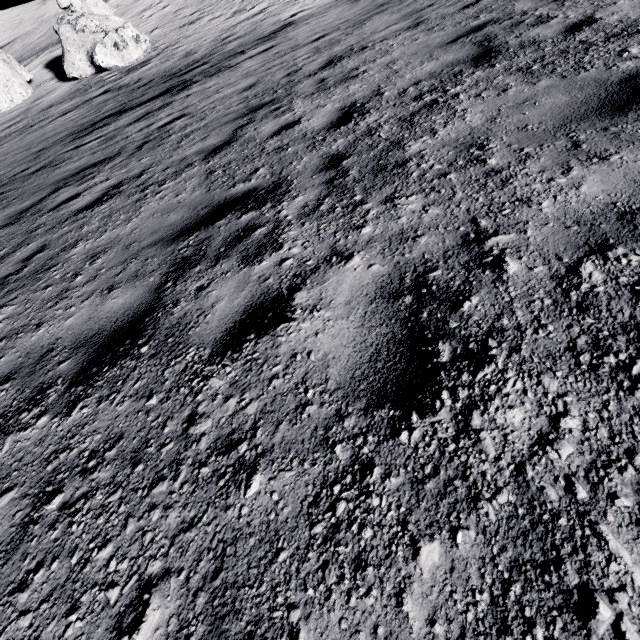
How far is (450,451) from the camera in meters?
1.3

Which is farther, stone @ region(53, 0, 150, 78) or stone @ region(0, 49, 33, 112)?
stone @ region(0, 49, 33, 112)

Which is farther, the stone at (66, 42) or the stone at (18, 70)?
the stone at (18, 70)
